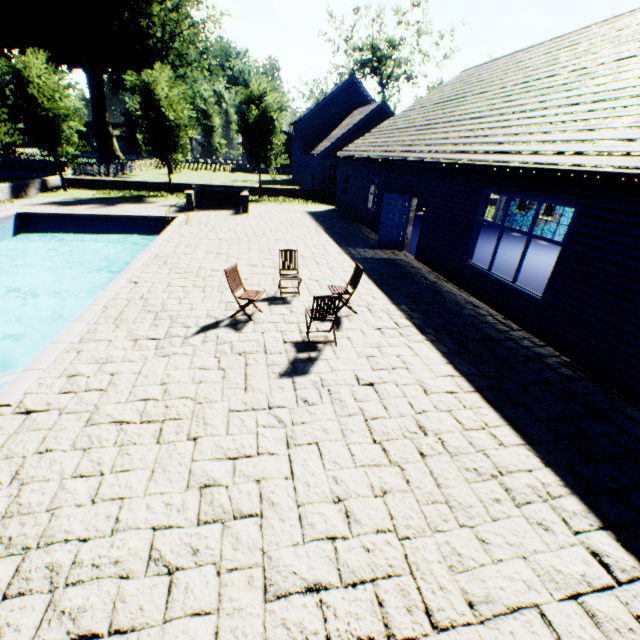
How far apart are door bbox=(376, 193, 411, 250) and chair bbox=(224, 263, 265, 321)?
7.7m

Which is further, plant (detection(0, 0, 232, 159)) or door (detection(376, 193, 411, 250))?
plant (detection(0, 0, 232, 159))

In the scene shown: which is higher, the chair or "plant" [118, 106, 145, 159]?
"plant" [118, 106, 145, 159]

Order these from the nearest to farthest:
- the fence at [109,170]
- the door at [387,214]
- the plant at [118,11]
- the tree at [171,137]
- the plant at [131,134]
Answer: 1. the door at [387,214]
2. the tree at [171,137]
3. the fence at [109,170]
4. the plant at [118,11]
5. the plant at [131,134]

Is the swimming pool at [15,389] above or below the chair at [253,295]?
below

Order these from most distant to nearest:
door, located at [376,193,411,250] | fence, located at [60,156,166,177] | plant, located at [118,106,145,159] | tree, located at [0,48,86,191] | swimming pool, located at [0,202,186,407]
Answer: plant, located at [118,106,145,159] < fence, located at [60,156,166,177] < tree, located at [0,48,86,191] < door, located at [376,193,411,250] < swimming pool, located at [0,202,186,407]

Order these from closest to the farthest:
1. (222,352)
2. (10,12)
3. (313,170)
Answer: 1. (222,352)
2. (10,12)
3. (313,170)

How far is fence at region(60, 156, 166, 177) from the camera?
27.16m
